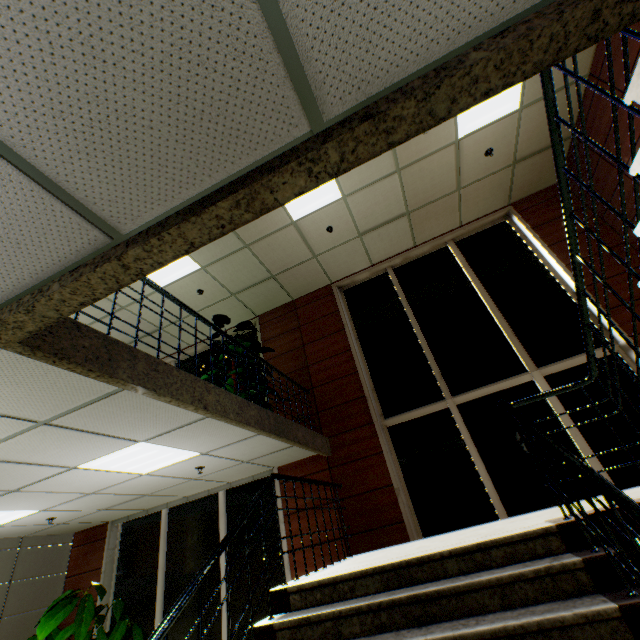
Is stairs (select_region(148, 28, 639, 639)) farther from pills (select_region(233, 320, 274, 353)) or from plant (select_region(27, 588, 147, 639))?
plant (select_region(27, 588, 147, 639))

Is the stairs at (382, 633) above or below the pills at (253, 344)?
below

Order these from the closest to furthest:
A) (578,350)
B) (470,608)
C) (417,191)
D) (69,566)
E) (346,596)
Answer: (470,608), (346,596), (578,350), (417,191), (69,566)

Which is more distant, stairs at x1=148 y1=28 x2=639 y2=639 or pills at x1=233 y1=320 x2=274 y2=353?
pills at x1=233 y1=320 x2=274 y2=353

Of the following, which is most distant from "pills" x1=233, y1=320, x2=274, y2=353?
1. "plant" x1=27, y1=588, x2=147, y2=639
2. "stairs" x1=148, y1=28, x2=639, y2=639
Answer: "plant" x1=27, y1=588, x2=147, y2=639

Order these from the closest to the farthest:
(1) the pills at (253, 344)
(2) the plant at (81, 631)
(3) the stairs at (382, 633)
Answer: (3) the stairs at (382, 633)
(2) the plant at (81, 631)
(1) the pills at (253, 344)

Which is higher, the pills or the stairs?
the pills
